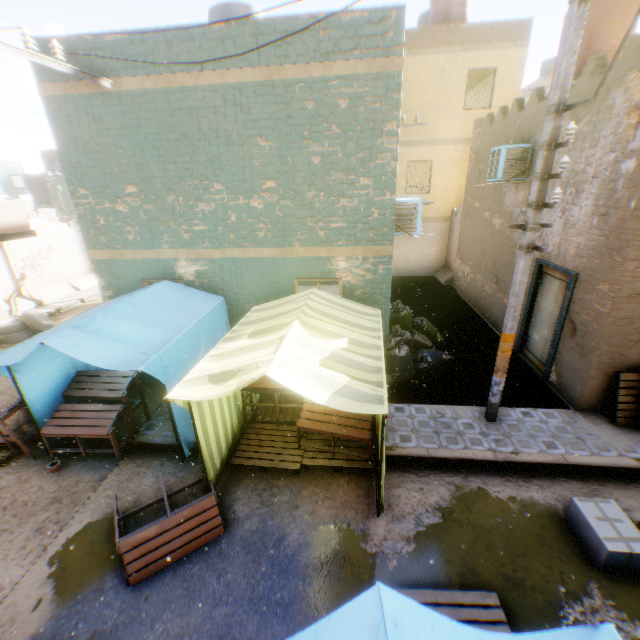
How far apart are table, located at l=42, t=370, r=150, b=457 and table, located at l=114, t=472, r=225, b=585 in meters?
1.1 m

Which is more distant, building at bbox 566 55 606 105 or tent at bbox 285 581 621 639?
building at bbox 566 55 606 105

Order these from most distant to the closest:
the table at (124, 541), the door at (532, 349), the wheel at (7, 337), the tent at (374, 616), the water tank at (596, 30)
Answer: the wheel at (7, 337) < the water tank at (596, 30) < the door at (532, 349) < the table at (124, 541) < the tent at (374, 616)

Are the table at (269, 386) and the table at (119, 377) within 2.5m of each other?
no

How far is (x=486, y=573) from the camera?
4.0m

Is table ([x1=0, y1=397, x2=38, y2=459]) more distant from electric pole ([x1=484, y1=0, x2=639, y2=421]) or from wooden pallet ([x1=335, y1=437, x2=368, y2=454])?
electric pole ([x1=484, y1=0, x2=639, y2=421])

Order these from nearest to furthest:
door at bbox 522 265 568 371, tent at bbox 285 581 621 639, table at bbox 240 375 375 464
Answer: tent at bbox 285 581 621 639, table at bbox 240 375 375 464, door at bbox 522 265 568 371

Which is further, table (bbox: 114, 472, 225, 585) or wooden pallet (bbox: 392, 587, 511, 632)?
table (bbox: 114, 472, 225, 585)
